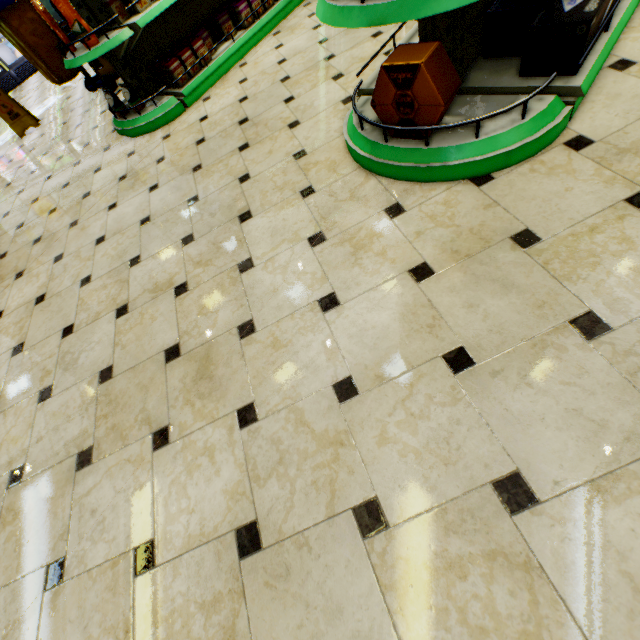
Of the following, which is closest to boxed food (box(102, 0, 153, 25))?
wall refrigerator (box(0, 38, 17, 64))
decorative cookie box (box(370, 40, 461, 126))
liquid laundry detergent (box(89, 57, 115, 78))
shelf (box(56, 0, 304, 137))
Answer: shelf (box(56, 0, 304, 137))

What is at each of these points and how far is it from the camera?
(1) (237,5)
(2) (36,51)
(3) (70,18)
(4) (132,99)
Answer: (1) boxed food, 3.5 meters
(2) cleaning cart, 4.2 meters
(3) cooking oil, 2.8 meters
(4) packaged food, 3.4 meters

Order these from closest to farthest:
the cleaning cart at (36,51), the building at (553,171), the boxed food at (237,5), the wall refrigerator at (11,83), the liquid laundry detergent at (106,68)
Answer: the building at (553,171)
the boxed food at (237,5)
the cleaning cart at (36,51)
the liquid laundry detergent at (106,68)
the wall refrigerator at (11,83)

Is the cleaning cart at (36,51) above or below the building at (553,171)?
above

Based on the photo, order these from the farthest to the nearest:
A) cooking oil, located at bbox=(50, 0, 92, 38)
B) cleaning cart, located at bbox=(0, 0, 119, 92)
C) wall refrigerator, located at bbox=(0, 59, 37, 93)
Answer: wall refrigerator, located at bbox=(0, 59, 37, 93)
cleaning cart, located at bbox=(0, 0, 119, 92)
cooking oil, located at bbox=(50, 0, 92, 38)

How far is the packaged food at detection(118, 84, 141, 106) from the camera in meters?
3.3 m

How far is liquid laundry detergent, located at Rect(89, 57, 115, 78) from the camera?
4.8m

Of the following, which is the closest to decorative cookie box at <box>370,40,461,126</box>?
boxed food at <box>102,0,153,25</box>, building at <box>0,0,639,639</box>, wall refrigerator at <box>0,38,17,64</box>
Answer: building at <box>0,0,639,639</box>
